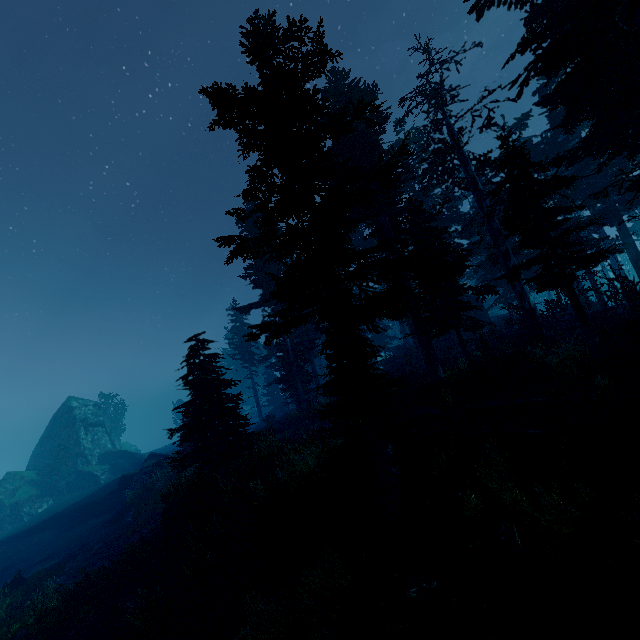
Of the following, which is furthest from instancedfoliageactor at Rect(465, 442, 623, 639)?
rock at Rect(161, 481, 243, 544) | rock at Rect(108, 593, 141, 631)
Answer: rock at Rect(108, 593, 141, 631)

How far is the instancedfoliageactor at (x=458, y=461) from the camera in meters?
9.2 m

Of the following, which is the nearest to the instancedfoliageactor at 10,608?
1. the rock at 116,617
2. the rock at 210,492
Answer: the rock at 210,492

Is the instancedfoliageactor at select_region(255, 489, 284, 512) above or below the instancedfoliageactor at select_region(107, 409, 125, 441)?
below

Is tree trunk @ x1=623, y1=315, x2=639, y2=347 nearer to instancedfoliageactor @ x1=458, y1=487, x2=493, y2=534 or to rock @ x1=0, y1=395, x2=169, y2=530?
instancedfoliageactor @ x1=458, y1=487, x2=493, y2=534

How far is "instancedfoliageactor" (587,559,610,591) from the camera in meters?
5.7

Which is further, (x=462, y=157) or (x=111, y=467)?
(x=111, y=467)
